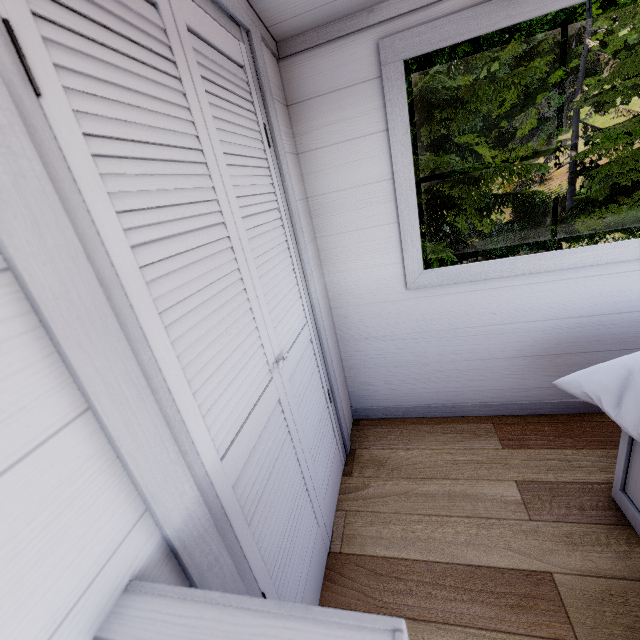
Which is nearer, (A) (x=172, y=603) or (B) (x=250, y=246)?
(A) (x=172, y=603)

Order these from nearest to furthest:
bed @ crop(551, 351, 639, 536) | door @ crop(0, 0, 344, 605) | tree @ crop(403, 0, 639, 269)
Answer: door @ crop(0, 0, 344, 605) < bed @ crop(551, 351, 639, 536) < tree @ crop(403, 0, 639, 269)

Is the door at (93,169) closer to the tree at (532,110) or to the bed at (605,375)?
the bed at (605,375)

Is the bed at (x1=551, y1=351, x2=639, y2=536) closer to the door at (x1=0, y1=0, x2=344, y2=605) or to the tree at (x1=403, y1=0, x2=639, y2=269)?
the door at (x1=0, y1=0, x2=344, y2=605)

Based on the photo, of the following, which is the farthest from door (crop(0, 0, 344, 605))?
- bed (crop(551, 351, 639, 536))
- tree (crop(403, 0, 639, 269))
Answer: tree (crop(403, 0, 639, 269))

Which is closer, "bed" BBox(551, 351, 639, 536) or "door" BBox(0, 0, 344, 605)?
"door" BBox(0, 0, 344, 605)

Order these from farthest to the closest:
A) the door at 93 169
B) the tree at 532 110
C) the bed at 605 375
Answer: the tree at 532 110 → the bed at 605 375 → the door at 93 169
